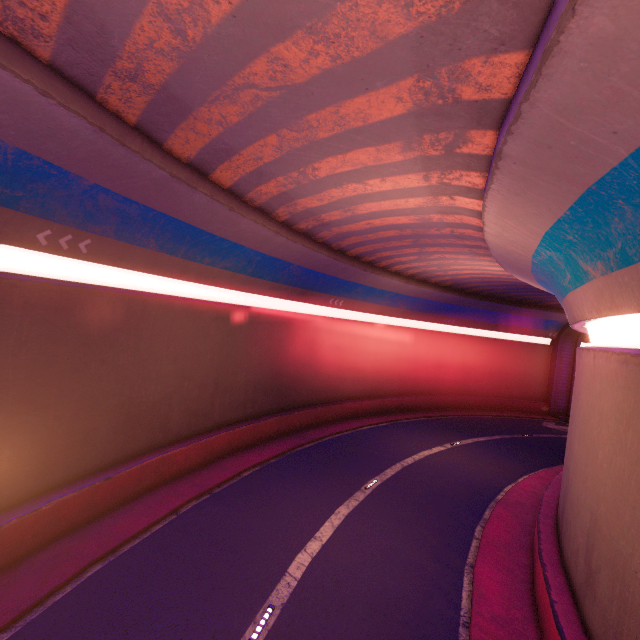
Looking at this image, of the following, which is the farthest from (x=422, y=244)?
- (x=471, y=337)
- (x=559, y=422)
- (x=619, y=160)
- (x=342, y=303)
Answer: (x=559, y=422)
